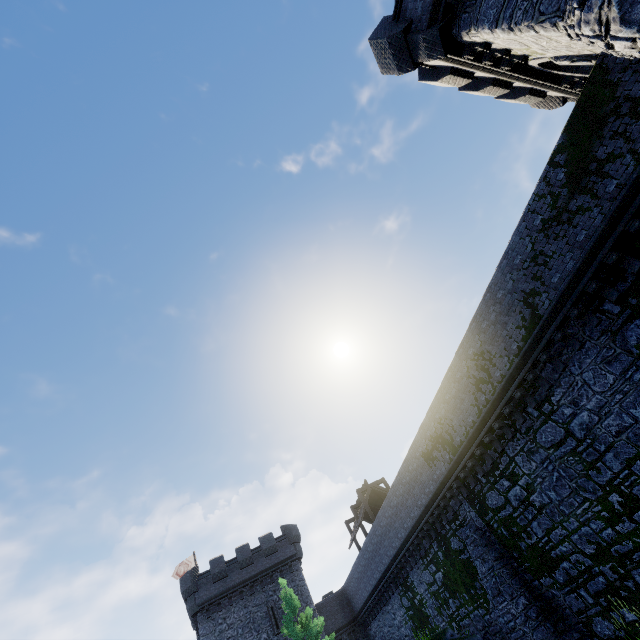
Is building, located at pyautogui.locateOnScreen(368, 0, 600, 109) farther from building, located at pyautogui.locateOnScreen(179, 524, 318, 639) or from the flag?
the flag

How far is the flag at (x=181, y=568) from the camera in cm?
3572

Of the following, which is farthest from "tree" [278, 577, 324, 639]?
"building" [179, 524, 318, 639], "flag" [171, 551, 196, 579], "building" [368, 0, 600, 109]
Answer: "building" [368, 0, 600, 109]

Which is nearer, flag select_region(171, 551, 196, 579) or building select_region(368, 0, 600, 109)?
building select_region(368, 0, 600, 109)

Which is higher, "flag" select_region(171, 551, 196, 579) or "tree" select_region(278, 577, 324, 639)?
"flag" select_region(171, 551, 196, 579)

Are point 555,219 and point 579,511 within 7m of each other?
no

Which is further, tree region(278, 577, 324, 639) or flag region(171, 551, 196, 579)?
flag region(171, 551, 196, 579)

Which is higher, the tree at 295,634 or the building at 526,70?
the building at 526,70
